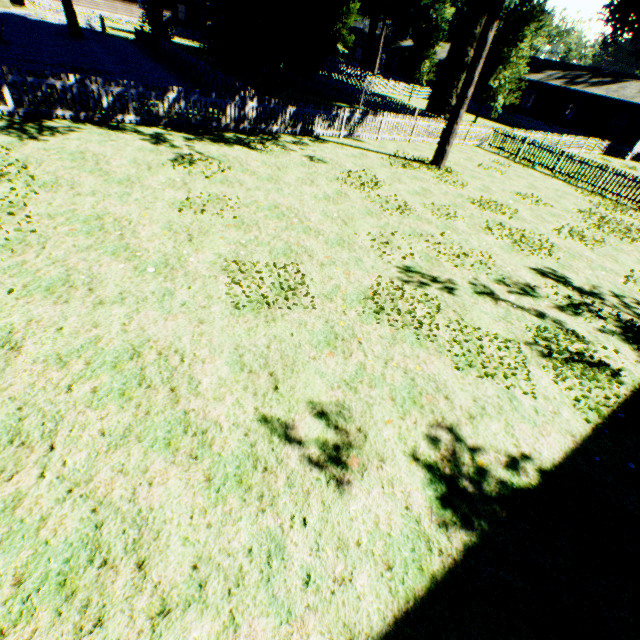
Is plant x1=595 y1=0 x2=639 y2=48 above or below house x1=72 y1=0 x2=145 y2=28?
above

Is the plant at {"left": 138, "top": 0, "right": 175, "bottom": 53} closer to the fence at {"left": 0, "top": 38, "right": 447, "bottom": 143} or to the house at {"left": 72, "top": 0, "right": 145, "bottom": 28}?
the fence at {"left": 0, "top": 38, "right": 447, "bottom": 143}

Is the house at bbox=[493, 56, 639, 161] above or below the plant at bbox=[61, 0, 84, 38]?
above

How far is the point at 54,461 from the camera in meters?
3.1

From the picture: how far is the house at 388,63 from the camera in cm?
5503

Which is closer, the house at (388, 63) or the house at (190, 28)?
the house at (190, 28)

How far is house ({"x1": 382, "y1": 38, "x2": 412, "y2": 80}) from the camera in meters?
55.0 m

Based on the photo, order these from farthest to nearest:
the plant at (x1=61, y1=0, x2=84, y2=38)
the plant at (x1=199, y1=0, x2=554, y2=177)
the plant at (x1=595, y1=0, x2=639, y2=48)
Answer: the plant at (x1=595, y1=0, x2=639, y2=48) < the plant at (x1=61, y1=0, x2=84, y2=38) < the plant at (x1=199, y1=0, x2=554, y2=177)
